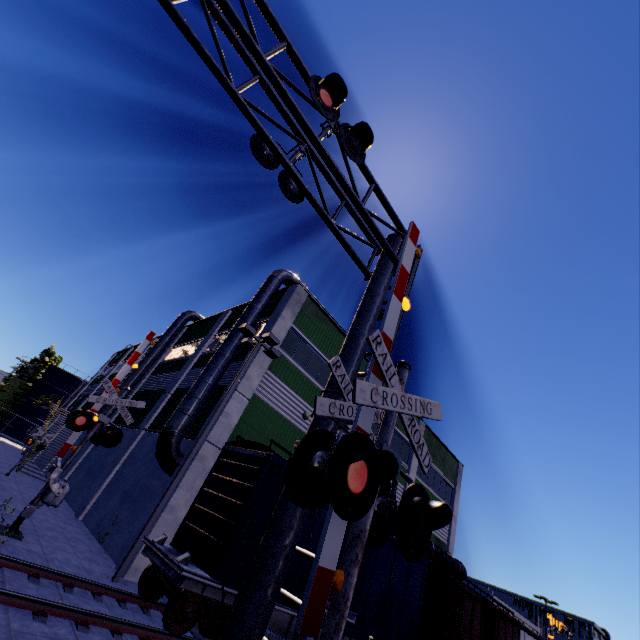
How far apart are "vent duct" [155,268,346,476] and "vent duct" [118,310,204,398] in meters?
12.3

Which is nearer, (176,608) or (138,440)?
(176,608)

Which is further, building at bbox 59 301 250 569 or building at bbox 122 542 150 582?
building at bbox 59 301 250 569

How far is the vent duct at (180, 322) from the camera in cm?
2491

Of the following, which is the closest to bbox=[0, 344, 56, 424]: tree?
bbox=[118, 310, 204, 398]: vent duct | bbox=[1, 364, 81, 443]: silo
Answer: bbox=[1, 364, 81, 443]: silo

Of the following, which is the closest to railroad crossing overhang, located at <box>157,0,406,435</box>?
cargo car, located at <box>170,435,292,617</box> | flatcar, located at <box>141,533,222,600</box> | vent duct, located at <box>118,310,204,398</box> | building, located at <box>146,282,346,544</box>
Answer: cargo car, located at <box>170,435,292,617</box>

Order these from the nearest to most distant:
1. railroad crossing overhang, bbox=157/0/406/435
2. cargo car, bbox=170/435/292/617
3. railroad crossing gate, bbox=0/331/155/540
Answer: railroad crossing overhang, bbox=157/0/406/435, cargo car, bbox=170/435/292/617, railroad crossing gate, bbox=0/331/155/540

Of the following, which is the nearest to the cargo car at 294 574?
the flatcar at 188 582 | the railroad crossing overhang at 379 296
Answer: the flatcar at 188 582
